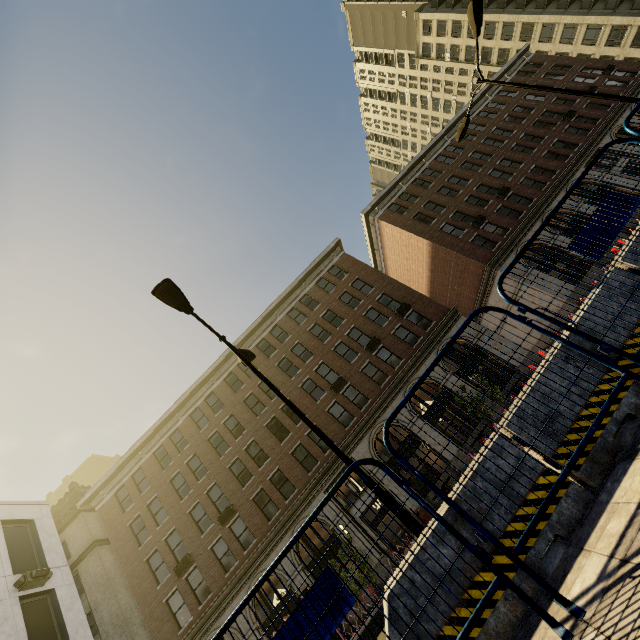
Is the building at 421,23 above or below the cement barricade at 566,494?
above

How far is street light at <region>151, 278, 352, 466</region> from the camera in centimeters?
708cm

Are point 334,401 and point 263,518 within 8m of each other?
no

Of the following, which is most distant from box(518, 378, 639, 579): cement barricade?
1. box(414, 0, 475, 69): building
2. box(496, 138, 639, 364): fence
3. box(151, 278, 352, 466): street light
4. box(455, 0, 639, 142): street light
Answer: box(414, 0, 475, 69): building

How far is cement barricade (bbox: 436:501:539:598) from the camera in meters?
2.6 m

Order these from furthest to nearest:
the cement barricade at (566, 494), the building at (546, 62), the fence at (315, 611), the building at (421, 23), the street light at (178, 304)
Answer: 1. the building at (421, 23)
2. the building at (546, 62)
3. the street light at (178, 304)
4. the cement barricade at (566, 494)
5. the fence at (315, 611)

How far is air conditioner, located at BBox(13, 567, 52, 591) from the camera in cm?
1391

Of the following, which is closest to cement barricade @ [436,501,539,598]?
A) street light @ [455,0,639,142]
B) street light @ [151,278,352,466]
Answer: street light @ [151,278,352,466]
